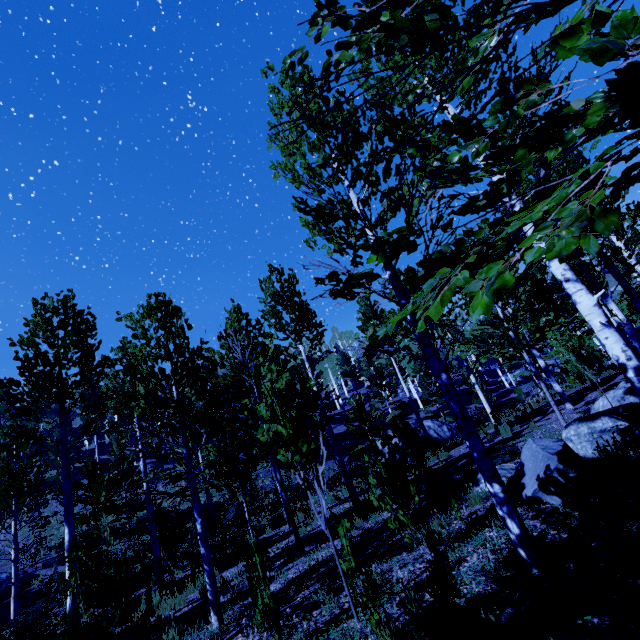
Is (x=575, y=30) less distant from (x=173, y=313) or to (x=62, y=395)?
(x=173, y=313)

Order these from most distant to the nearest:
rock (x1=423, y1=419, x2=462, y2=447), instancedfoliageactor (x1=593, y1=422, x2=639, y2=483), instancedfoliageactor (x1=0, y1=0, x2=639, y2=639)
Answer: rock (x1=423, y1=419, x2=462, y2=447) < instancedfoliageactor (x1=593, y1=422, x2=639, y2=483) < instancedfoliageactor (x1=0, y1=0, x2=639, y2=639)

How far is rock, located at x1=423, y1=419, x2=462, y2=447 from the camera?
22.9m

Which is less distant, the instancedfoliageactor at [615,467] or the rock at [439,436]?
the instancedfoliageactor at [615,467]

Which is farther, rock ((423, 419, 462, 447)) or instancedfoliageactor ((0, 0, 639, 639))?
rock ((423, 419, 462, 447))

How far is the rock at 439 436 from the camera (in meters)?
22.88

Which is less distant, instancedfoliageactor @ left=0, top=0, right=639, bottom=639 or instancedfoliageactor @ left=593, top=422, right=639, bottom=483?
instancedfoliageactor @ left=0, top=0, right=639, bottom=639
